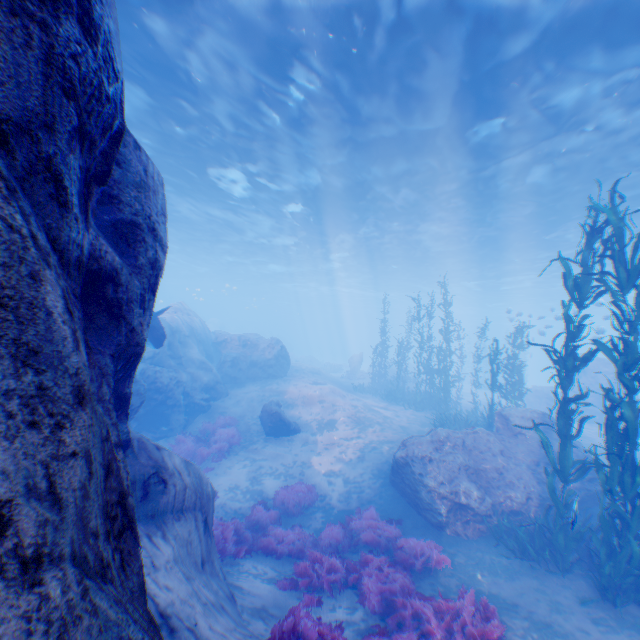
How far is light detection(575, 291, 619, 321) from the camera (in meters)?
19.72

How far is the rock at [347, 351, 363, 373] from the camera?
32.94m

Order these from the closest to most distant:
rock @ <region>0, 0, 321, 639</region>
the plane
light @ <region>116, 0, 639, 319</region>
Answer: rock @ <region>0, 0, 321, 639</region> → light @ <region>116, 0, 639, 319</region> → the plane

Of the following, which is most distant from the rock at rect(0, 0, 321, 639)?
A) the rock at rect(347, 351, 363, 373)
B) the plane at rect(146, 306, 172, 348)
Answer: the rock at rect(347, 351, 363, 373)

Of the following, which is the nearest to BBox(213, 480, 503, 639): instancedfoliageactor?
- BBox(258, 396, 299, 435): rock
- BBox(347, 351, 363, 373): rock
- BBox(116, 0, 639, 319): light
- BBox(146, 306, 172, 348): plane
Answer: BBox(258, 396, 299, 435): rock

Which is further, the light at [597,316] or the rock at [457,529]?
the light at [597,316]

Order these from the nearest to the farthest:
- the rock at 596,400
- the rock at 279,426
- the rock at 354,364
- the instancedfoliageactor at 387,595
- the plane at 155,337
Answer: the instancedfoliageactor at 387,595 < the plane at 155,337 < the rock at 279,426 < the rock at 596,400 < the rock at 354,364

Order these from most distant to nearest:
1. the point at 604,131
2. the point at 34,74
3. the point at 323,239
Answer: the point at 323,239
the point at 604,131
the point at 34,74
